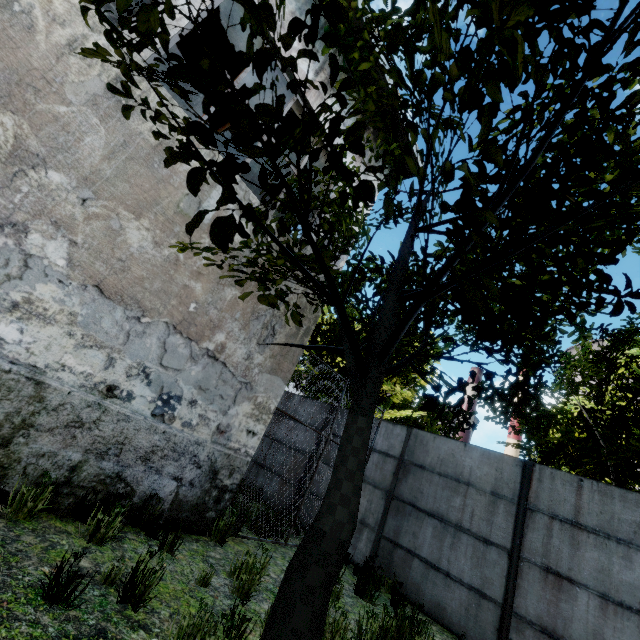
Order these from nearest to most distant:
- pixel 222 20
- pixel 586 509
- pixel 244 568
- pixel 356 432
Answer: pixel 356 432 < pixel 244 568 < pixel 586 509 < pixel 222 20
